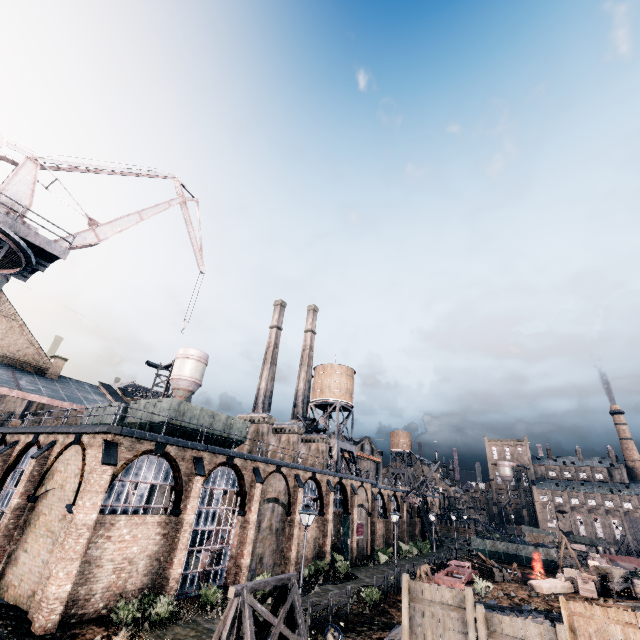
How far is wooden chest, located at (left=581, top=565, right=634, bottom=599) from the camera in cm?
2669

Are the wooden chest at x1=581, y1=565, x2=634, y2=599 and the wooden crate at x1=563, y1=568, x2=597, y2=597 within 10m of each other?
yes

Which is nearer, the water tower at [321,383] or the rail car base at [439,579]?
the rail car base at [439,579]

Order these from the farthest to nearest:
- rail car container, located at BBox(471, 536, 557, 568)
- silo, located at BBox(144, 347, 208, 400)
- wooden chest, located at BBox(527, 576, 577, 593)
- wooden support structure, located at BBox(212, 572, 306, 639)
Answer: silo, located at BBox(144, 347, 208, 400)
rail car container, located at BBox(471, 536, 557, 568)
wooden chest, located at BBox(527, 576, 577, 593)
wooden support structure, located at BBox(212, 572, 306, 639)

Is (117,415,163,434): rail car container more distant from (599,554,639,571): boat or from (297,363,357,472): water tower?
(599,554,639,571): boat

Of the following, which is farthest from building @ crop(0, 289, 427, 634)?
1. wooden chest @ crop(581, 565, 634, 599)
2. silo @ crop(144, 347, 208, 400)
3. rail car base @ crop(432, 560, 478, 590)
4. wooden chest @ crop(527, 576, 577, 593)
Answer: wooden chest @ crop(581, 565, 634, 599)

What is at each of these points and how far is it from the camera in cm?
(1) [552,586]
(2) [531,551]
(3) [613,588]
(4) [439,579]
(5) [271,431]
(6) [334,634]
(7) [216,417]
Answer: (1) wooden chest, 2789
(2) rail car container, 4469
(3) wooden chest, 2661
(4) rail car base, 2753
(5) chimney, 3350
(6) stone debris, 1512
(7) rail car container, 2520

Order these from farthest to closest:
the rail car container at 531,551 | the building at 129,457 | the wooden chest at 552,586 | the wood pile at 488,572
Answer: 1. the rail car container at 531,551
2. the wood pile at 488,572
3. the wooden chest at 552,586
4. the building at 129,457
